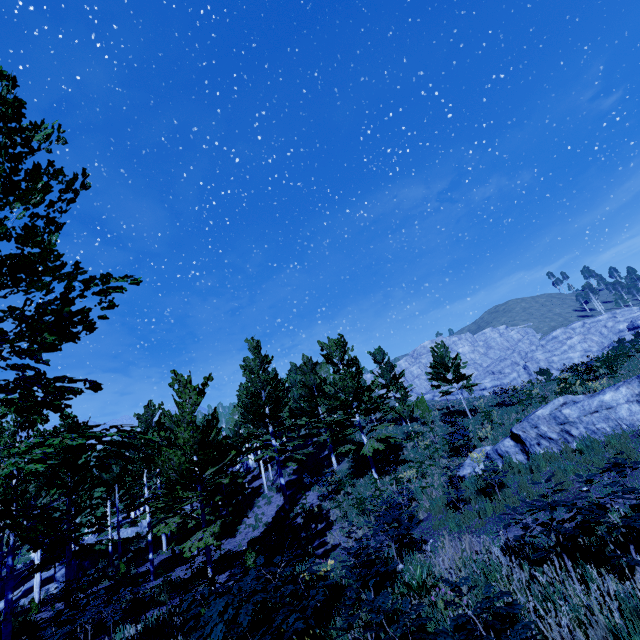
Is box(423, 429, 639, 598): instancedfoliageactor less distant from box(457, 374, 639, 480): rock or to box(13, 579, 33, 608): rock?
box(13, 579, 33, 608): rock

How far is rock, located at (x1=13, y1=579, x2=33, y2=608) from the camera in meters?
20.6 m

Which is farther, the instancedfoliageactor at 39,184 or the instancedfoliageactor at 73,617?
the instancedfoliageactor at 39,184

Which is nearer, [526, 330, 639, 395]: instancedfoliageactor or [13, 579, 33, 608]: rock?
[526, 330, 639, 395]: instancedfoliageactor

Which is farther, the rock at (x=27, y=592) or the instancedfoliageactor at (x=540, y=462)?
the rock at (x=27, y=592)

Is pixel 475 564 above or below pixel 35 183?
below

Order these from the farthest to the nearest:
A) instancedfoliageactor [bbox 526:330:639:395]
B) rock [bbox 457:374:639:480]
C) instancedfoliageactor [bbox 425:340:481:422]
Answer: instancedfoliageactor [bbox 425:340:481:422] < instancedfoliageactor [bbox 526:330:639:395] < rock [bbox 457:374:639:480]
